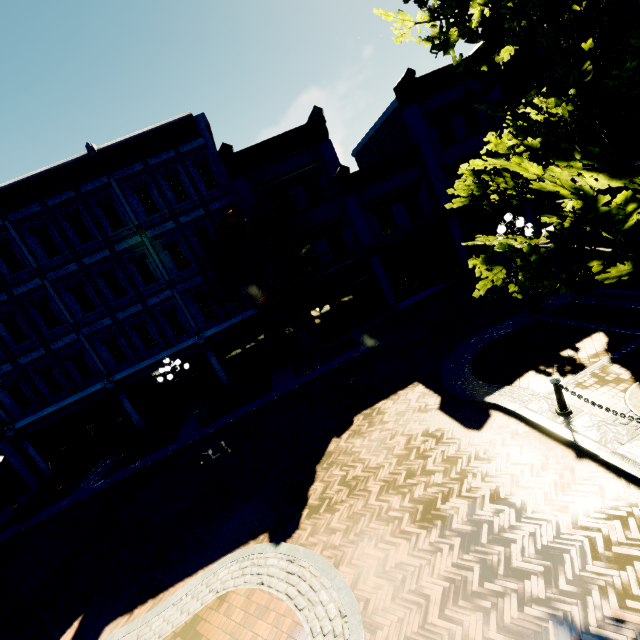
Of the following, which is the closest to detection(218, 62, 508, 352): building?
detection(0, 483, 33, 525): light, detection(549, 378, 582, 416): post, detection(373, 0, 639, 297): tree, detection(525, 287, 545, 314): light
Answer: detection(373, 0, 639, 297): tree

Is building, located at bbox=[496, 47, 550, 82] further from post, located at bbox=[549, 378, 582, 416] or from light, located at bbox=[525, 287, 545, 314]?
post, located at bbox=[549, 378, 582, 416]

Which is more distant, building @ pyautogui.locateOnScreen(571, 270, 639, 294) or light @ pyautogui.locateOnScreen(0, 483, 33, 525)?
light @ pyautogui.locateOnScreen(0, 483, 33, 525)

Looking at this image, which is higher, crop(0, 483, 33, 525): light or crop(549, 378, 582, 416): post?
crop(0, 483, 33, 525): light

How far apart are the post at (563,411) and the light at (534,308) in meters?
5.3 m

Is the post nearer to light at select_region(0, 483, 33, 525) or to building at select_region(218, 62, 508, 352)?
building at select_region(218, 62, 508, 352)

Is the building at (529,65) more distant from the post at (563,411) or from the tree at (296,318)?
the post at (563,411)

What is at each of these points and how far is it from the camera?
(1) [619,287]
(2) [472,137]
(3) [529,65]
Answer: (1) building, 10.3 meters
(2) building, 18.5 meters
(3) building, 9.5 meters
